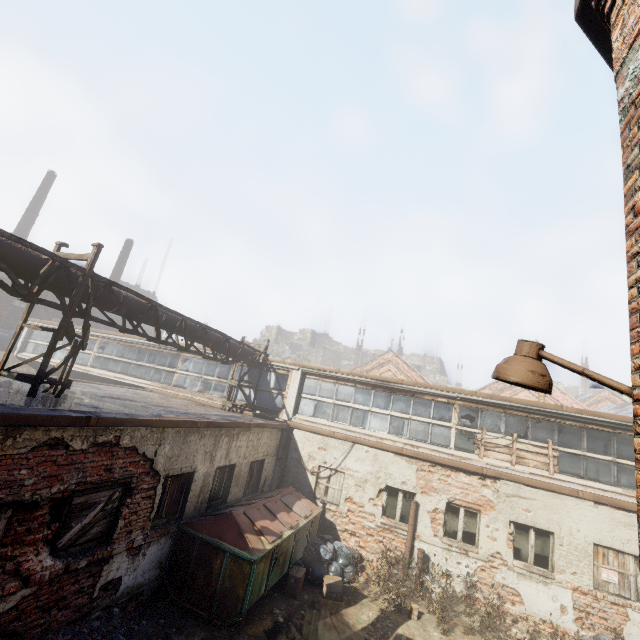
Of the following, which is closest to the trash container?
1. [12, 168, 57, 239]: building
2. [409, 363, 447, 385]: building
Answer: [12, 168, 57, 239]: building

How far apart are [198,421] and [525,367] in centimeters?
715cm

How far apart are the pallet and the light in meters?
9.7 m

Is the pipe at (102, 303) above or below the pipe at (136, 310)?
below

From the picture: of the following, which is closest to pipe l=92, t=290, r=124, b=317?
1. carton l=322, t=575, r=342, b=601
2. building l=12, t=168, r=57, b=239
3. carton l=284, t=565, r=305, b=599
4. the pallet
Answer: the pallet

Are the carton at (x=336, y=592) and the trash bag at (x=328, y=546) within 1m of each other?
yes

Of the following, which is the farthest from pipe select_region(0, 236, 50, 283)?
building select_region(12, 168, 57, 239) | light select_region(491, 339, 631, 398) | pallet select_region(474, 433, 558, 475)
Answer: building select_region(12, 168, 57, 239)

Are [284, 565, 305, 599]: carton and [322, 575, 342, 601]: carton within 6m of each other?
yes
